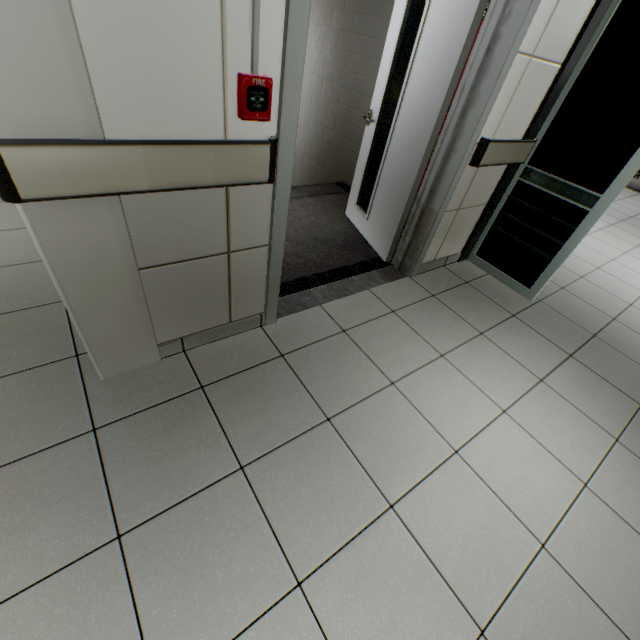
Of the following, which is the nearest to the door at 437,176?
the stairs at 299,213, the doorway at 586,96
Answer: the stairs at 299,213

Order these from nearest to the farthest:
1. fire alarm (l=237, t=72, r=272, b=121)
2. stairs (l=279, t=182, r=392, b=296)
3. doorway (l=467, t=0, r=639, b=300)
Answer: fire alarm (l=237, t=72, r=272, b=121) → doorway (l=467, t=0, r=639, b=300) → stairs (l=279, t=182, r=392, b=296)

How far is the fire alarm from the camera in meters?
1.2 m

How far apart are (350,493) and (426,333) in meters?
1.3

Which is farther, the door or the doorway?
the doorway

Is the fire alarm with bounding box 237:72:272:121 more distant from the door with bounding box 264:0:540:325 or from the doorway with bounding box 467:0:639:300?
the doorway with bounding box 467:0:639:300

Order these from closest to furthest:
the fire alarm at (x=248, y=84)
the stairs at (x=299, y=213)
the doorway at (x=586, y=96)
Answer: the fire alarm at (x=248, y=84) → the doorway at (x=586, y=96) → the stairs at (x=299, y=213)

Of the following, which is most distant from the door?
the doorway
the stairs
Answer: the doorway
